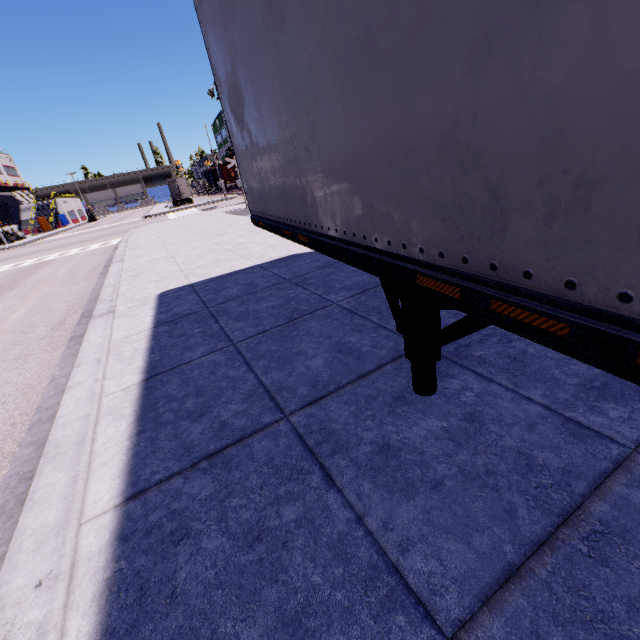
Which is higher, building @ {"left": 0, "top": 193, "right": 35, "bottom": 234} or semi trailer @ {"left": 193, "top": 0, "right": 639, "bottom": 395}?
building @ {"left": 0, "top": 193, "right": 35, "bottom": 234}

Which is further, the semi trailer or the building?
the building

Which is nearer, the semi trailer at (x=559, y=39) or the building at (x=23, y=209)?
the semi trailer at (x=559, y=39)

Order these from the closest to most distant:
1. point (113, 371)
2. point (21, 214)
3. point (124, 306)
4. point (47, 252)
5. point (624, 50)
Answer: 1. point (624, 50)
2. point (113, 371)
3. point (124, 306)
4. point (47, 252)
5. point (21, 214)

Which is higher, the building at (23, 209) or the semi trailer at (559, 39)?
the building at (23, 209)
